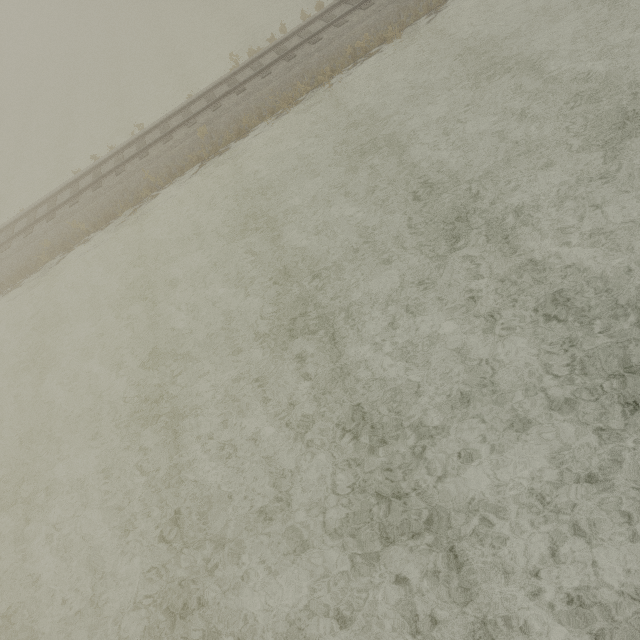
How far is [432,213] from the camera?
9.51m
